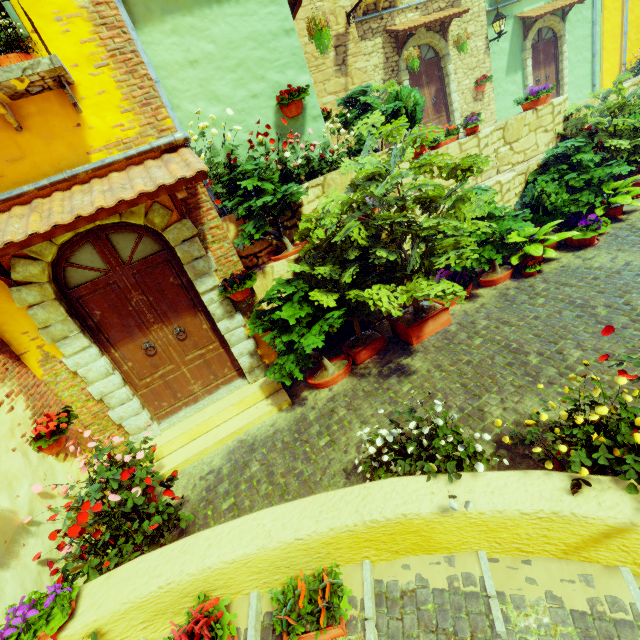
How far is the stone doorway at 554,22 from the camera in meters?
11.1 m

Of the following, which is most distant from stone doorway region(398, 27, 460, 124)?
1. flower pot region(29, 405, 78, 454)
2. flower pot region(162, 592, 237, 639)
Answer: flower pot region(162, 592, 237, 639)

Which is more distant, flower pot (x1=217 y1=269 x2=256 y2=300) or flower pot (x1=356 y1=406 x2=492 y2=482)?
flower pot (x1=217 y1=269 x2=256 y2=300)

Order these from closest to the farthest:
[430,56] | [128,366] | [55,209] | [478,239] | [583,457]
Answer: [583,457]
[55,209]
[128,366]
[478,239]
[430,56]

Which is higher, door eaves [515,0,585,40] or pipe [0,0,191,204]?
door eaves [515,0,585,40]

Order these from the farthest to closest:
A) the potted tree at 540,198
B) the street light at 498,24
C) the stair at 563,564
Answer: the street light at 498,24
the potted tree at 540,198
the stair at 563,564

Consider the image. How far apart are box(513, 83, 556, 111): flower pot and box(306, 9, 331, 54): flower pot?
3.98m

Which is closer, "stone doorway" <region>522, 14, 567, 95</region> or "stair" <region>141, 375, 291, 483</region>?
"stair" <region>141, 375, 291, 483</region>
